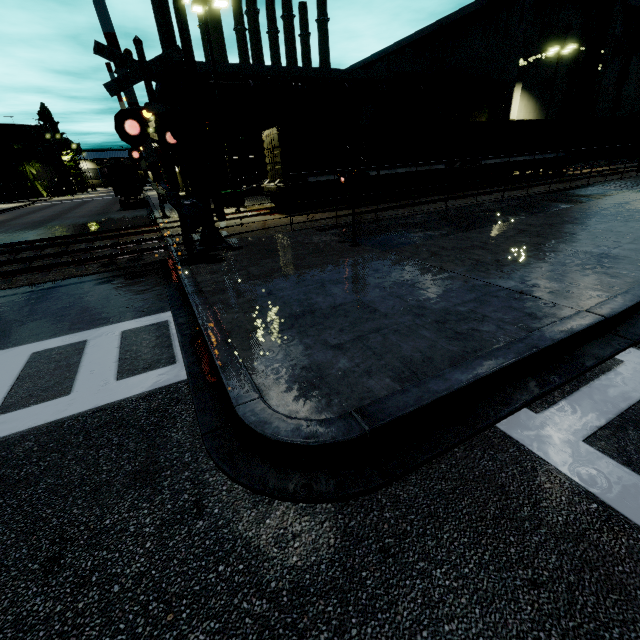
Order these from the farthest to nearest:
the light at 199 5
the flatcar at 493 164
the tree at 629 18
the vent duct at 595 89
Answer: the tree at 629 18
the vent duct at 595 89
the flatcar at 493 164
the light at 199 5

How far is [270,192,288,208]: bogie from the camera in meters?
17.5 m

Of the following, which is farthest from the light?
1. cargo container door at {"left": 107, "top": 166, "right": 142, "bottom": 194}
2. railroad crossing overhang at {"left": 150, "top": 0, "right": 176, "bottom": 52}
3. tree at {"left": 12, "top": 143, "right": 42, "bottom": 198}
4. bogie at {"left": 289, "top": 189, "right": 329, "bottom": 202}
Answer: tree at {"left": 12, "top": 143, "right": 42, "bottom": 198}

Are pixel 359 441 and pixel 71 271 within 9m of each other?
no

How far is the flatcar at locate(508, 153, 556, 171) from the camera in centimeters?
2413cm

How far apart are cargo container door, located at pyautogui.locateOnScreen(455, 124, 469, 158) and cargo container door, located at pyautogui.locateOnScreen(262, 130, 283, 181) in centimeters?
1312cm

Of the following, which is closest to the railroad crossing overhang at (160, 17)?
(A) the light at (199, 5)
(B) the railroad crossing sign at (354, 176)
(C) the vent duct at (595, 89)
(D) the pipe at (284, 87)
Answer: (B) the railroad crossing sign at (354, 176)

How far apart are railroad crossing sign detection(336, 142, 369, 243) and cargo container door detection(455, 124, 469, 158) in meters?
16.4
